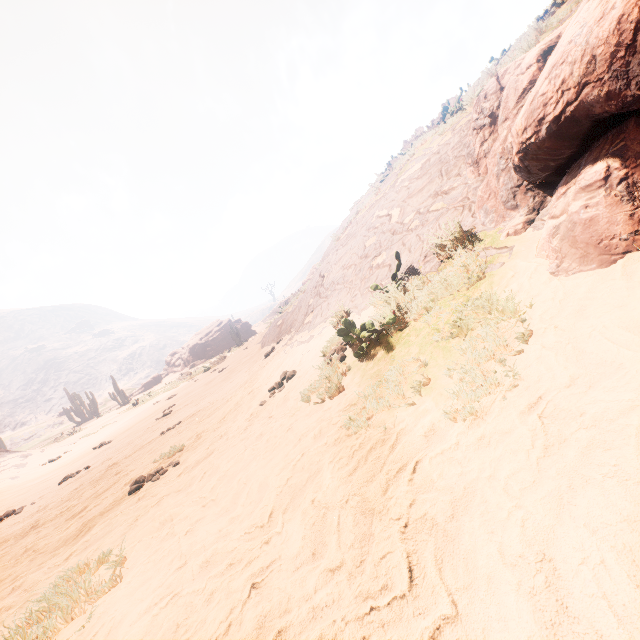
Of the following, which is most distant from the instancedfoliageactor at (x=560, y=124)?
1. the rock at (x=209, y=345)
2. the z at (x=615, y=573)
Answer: the rock at (x=209, y=345)

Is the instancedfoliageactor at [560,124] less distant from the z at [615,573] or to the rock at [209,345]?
the z at [615,573]

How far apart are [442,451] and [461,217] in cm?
410

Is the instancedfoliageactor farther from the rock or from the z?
the rock

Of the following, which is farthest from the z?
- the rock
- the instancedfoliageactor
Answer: the rock

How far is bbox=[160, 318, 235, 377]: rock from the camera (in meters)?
46.91

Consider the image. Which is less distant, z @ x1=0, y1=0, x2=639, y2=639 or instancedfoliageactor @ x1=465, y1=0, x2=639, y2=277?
z @ x1=0, y1=0, x2=639, y2=639
